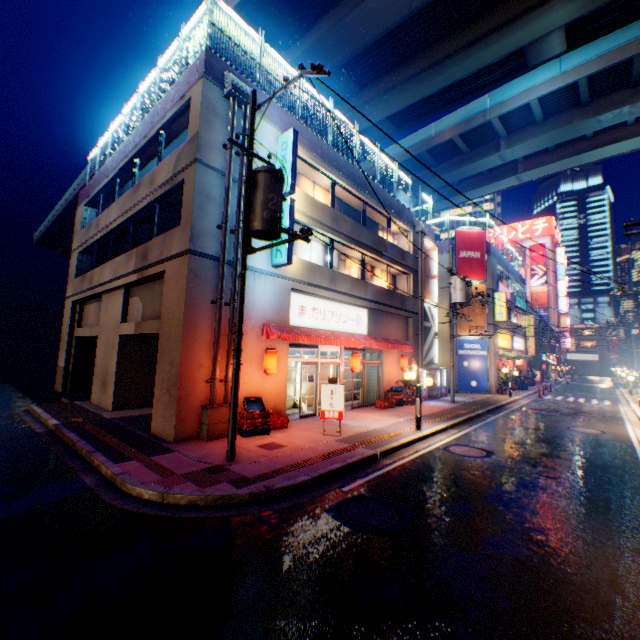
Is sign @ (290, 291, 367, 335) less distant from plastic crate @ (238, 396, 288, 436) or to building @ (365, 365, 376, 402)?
building @ (365, 365, 376, 402)

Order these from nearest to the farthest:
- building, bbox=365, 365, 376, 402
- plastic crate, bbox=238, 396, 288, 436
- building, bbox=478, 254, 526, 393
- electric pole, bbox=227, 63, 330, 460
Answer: electric pole, bbox=227, 63, 330, 460, plastic crate, bbox=238, 396, 288, 436, building, bbox=365, 365, 376, 402, building, bbox=478, 254, 526, 393

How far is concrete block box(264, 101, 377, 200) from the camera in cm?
1298

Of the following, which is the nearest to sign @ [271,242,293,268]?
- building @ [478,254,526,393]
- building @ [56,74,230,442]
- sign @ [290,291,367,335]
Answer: building @ [56,74,230,442]

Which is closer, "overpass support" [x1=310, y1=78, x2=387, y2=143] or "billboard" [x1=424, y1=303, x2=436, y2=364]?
"billboard" [x1=424, y1=303, x2=436, y2=364]

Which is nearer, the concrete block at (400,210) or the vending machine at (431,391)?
the concrete block at (400,210)

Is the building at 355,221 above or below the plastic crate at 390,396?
above

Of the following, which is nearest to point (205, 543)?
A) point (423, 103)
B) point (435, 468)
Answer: → point (435, 468)
